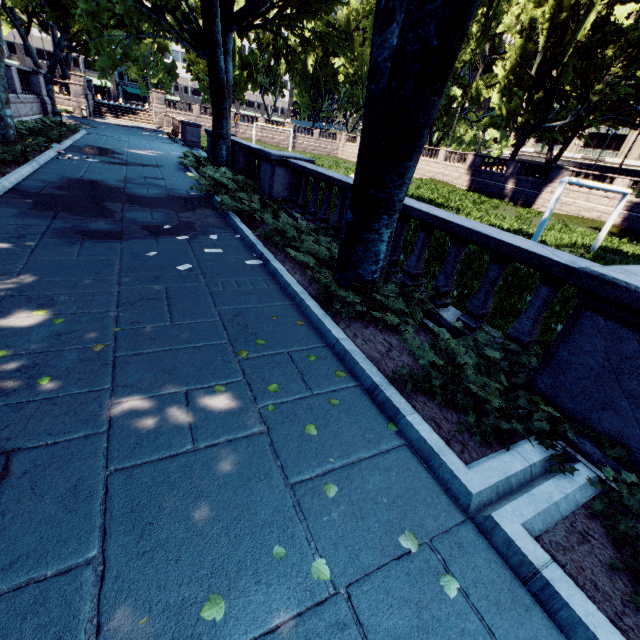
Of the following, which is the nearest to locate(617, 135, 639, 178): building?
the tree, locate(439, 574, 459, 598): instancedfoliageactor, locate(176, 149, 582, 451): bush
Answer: the tree

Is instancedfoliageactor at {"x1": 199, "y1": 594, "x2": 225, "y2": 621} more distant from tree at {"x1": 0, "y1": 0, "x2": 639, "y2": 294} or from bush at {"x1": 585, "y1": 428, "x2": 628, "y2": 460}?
tree at {"x1": 0, "y1": 0, "x2": 639, "y2": 294}

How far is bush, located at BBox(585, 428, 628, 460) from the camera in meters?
2.8 m

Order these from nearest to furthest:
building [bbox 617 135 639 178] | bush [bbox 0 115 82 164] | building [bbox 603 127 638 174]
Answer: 1. bush [bbox 0 115 82 164]
2. building [bbox 617 135 639 178]
3. building [bbox 603 127 638 174]

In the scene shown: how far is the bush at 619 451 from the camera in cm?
282

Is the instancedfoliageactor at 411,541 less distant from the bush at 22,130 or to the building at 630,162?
the bush at 22,130

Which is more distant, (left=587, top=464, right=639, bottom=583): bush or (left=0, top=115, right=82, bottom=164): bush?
(left=0, top=115, right=82, bottom=164): bush

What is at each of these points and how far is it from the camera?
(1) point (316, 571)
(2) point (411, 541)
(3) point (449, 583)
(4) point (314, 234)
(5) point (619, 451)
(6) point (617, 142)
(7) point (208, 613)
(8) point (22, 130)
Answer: (1) instancedfoliageactor, 2.1m
(2) instancedfoliageactor, 2.3m
(3) instancedfoliageactor, 2.1m
(4) bush, 7.0m
(5) bush, 2.8m
(6) building, 59.0m
(7) instancedfoliageactor, 1.8m
(8) bush, 13.4m
